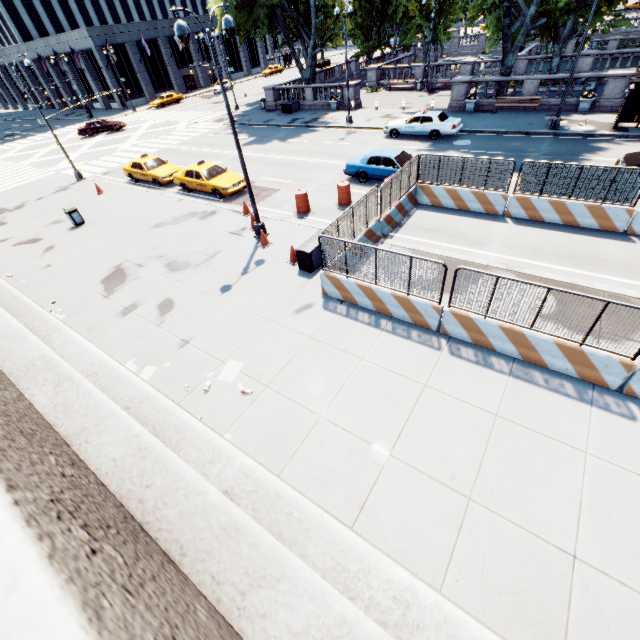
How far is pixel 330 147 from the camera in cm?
2377

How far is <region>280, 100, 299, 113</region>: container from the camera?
33.34m

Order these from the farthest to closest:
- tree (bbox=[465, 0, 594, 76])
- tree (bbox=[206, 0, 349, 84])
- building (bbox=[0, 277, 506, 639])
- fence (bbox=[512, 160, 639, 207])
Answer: tree (bbox=[206, 0, 349, 84]) → tree (bbox=[465, 0, 594, 76]) → fence (bbox=[512, 160, 639, 207]) → building (bbox=[0, 277, 506, 639])

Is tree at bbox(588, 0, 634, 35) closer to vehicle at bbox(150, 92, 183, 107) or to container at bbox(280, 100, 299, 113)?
container at bbox(280, 100, 299, 113)

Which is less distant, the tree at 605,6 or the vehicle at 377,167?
the vehicle at 377,167

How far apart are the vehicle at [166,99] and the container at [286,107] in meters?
26.1

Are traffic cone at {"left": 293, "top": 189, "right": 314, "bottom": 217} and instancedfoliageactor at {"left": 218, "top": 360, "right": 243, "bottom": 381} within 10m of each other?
yes

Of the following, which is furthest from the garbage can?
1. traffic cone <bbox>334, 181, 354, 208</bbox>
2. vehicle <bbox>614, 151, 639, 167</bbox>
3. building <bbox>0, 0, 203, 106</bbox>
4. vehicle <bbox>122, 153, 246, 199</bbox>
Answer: building <bbox>0, 0, 203, 106</bbox>
